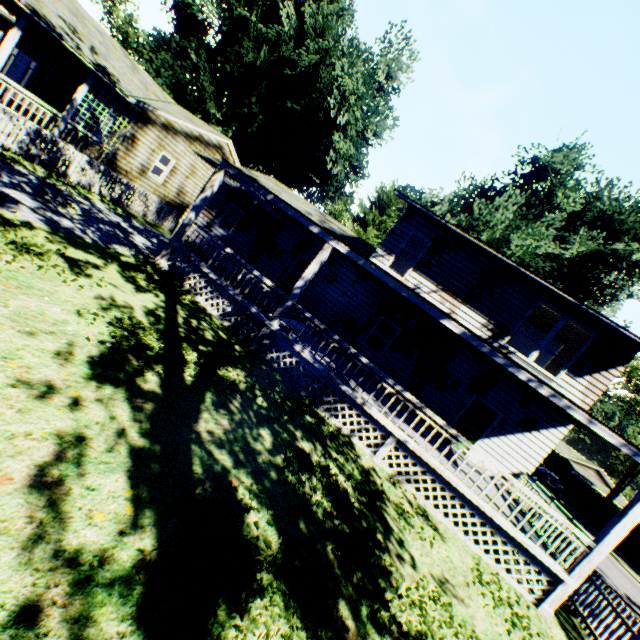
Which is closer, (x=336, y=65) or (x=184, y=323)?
(x=184, y=323)

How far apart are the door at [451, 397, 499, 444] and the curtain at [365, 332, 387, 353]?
3.7m

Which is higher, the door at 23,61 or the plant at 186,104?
the plant at 186,104

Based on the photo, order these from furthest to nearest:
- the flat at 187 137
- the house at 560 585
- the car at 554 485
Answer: the car at 554 485 < the flat at 187 137 < the house at 560 585

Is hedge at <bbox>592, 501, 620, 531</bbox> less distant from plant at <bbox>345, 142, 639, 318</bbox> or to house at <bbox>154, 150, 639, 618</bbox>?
plant at <bbox>345, 142, 639, 318</bbox>

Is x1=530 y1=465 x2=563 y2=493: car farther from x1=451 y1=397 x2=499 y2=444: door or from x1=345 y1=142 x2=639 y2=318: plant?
x1=451 y1=397 x2=499 y2=444: door

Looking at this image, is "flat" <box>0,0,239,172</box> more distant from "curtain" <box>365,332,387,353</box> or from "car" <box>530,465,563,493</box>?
"car" <box>530,465,563,493</box>

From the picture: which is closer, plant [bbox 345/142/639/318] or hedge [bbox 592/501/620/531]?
plant [bbox 345/142/639/318]
